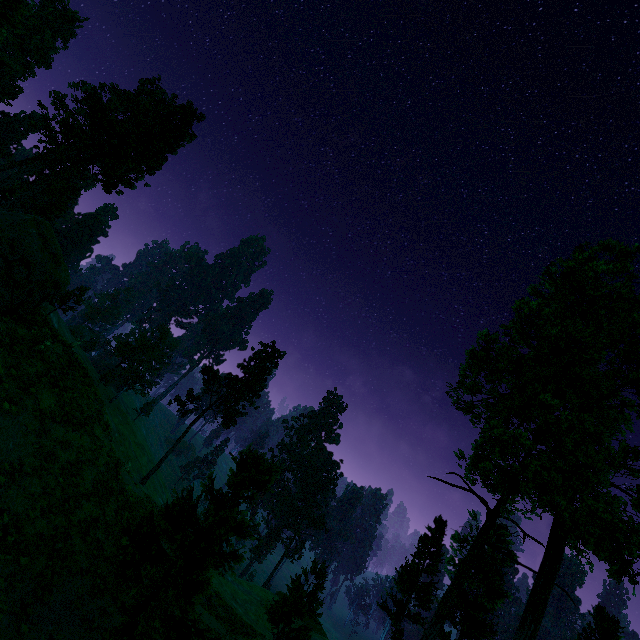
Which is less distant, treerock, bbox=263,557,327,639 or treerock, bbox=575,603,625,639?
treerock, bbox=263,557,327,639

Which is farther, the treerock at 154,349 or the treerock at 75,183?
the treerock at 154,349

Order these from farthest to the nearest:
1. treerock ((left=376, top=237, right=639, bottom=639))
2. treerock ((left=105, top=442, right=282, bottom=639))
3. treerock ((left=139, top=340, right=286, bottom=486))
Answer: treerock ((left=139, top=340, right=286, bottom=486)) → treerock ((left=376, top=237, right=639, bottom=639)) → treerock ((left=105, top=442, right=282, bottom=639))

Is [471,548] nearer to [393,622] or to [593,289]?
[593,289]

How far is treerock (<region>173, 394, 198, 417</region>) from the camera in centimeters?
4161cm
